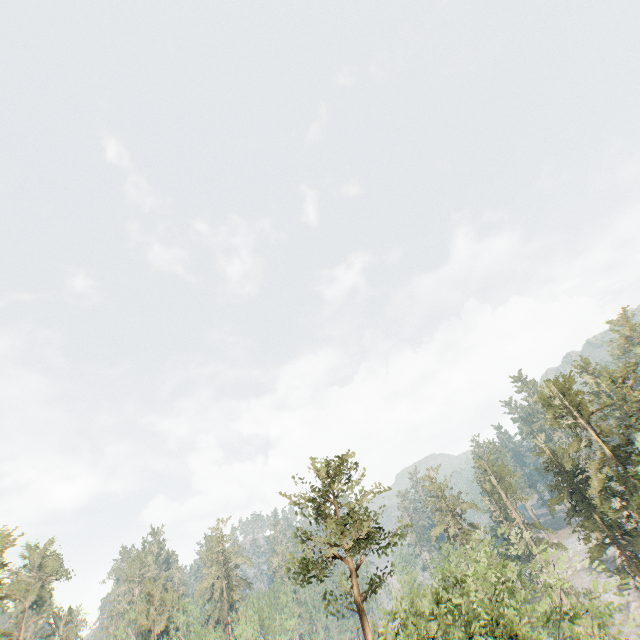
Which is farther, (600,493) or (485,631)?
(600,493)

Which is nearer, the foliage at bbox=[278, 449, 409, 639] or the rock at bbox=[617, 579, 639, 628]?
the foliage at bbox=[278, 449, 409, 639]

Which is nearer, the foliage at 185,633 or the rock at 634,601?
the foliage at 185,633

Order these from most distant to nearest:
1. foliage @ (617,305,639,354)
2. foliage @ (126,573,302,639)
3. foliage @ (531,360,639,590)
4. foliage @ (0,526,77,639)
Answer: foliage @ (617,305,639,354) → foliage @ (126,573,302,639) → foliage @ (0,526,77,639) → foliage @ (531,360,639,590)

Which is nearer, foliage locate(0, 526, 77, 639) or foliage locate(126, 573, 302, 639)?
foliage locate(0, 526, 77, 639)

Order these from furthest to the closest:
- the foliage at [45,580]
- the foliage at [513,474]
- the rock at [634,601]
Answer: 1. the rock at [634,601]
2. the foliage at [45,580]
3. the foliage at [513,474]
